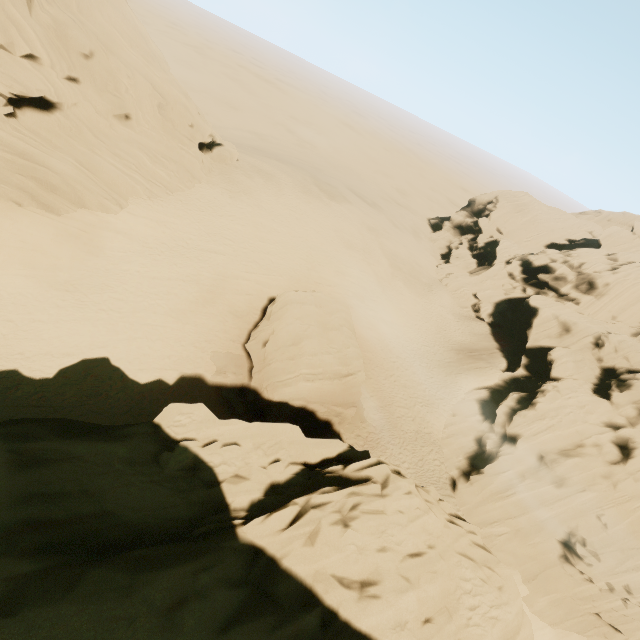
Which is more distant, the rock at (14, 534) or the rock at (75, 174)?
the rock at (75, 174)

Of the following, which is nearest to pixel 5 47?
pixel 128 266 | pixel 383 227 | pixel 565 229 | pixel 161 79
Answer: pixel 161 79

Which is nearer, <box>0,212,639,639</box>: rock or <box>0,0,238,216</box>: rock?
<box>0,212,639,639</box>: rock
